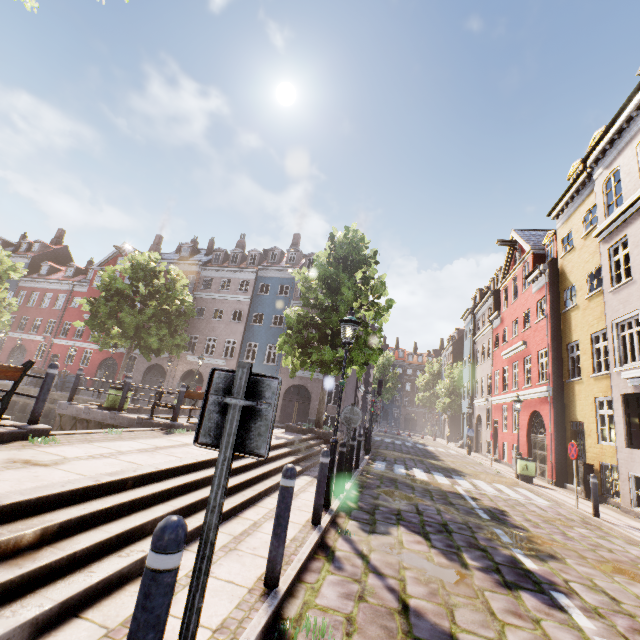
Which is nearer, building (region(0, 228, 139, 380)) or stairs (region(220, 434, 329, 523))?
stairs (region(220, 434, 329, 523))

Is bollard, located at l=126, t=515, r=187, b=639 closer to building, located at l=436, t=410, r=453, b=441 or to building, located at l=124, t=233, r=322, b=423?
building, located at l=436, t=410, r=453, b=441

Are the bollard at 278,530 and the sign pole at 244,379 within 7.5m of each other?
yes

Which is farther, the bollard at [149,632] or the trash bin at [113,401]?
the trash bin at [113,401]

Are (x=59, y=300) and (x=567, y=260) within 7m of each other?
no

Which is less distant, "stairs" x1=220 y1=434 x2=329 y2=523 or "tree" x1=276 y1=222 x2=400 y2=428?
"stairs" x1=220 y1=434 x2=329 y2=523

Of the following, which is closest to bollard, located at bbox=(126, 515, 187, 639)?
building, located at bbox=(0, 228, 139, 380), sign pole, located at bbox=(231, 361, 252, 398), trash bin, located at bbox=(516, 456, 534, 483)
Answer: sign pole, located at bbox=(231, 361, 252, 398)

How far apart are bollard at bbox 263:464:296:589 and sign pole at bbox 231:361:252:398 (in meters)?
1.71
